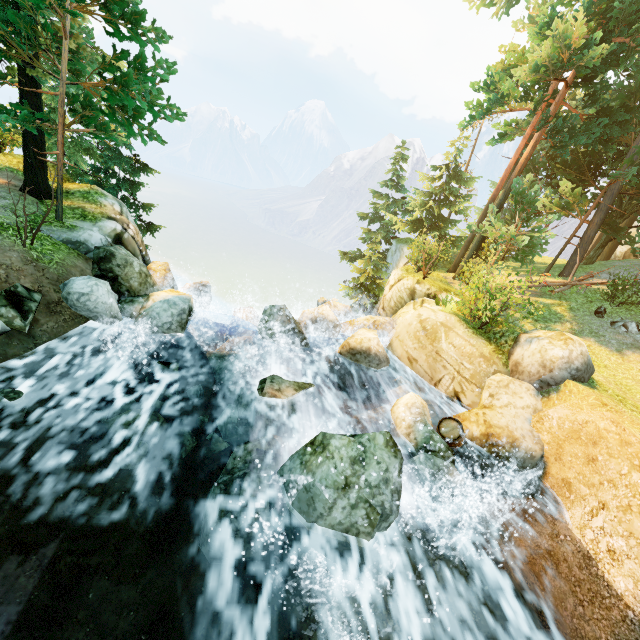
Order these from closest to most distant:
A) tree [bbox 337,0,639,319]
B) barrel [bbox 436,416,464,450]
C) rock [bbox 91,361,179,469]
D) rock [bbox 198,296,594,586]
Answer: rock [bbox 198,296,594,586] < rock [bbox 91,361,179,469] < barrel [bbox 436,416,464,450] < tree [bbox 337,0,639,319]

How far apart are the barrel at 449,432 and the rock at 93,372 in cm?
797

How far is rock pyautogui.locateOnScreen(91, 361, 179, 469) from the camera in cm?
664

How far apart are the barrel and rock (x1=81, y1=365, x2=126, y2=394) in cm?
797

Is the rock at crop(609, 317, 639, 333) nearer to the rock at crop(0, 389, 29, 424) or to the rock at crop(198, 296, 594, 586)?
the rock at crop(198, 296, 594, 586)

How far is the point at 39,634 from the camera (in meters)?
4.34

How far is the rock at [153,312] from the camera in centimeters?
842cm
